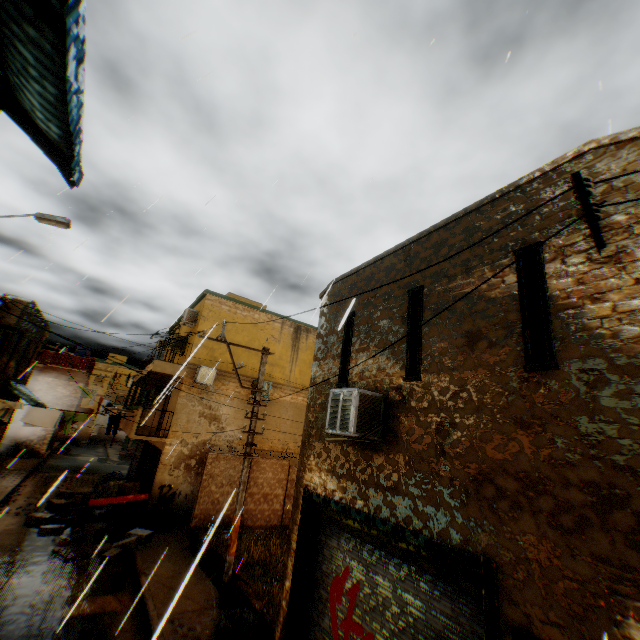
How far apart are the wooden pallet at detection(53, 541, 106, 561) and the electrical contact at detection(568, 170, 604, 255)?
15.3m

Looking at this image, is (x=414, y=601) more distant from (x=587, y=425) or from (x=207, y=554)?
(x=207, y=554)

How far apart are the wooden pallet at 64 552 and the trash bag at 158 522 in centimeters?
181cm

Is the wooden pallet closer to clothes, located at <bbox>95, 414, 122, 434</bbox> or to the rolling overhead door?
clothes, located at <bbox>95, 414, 122, 434</bbox>

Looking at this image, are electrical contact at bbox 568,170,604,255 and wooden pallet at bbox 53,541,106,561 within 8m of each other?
no

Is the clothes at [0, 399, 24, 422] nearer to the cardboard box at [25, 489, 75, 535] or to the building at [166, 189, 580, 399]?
the building at [166, 189, 580, 399]

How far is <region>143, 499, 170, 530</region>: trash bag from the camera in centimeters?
1321cm

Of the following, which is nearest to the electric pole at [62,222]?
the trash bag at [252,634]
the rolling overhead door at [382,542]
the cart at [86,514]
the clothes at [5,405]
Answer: the clothes at [5,405]
